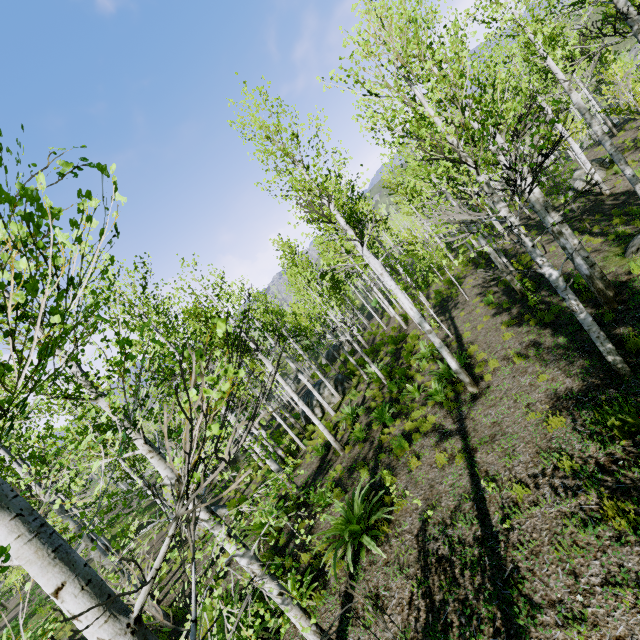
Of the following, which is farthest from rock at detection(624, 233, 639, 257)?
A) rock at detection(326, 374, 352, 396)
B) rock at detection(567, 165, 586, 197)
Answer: rock at detection(326, 374, 352, 396)

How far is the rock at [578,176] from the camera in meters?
18.1

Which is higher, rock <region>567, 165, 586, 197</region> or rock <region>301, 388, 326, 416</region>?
rock <region>567, 165, 586, 197</region>

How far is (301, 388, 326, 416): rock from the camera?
18.05m

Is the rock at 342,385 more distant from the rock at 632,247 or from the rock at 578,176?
the rock at 578,176

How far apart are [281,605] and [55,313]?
5.41m
